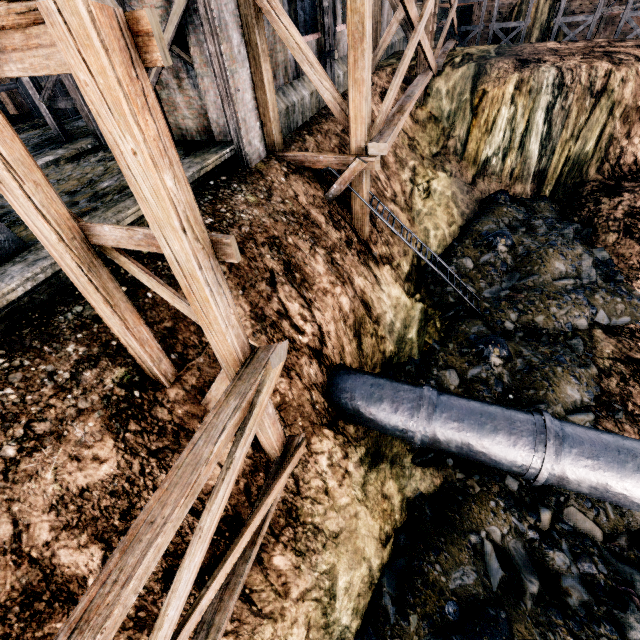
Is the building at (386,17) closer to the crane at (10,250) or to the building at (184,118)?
the building at (184,118)

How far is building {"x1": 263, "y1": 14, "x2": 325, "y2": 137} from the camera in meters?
11.3

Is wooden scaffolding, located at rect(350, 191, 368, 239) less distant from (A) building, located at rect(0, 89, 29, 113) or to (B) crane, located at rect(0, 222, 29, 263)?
(A) building, located at rect(0, 89, 29, 113)

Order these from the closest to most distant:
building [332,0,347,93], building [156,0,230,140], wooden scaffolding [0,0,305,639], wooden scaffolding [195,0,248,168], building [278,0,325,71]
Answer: wooden scaffolding [0,0,305,639] < wooden scaffolding [195,0,248,168] < building [156,0,230,140] < building [278,0,325,71] < building [332,0,347,93]

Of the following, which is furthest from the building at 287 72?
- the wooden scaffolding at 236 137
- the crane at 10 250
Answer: the crane at 10 250

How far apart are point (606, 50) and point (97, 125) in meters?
25.7

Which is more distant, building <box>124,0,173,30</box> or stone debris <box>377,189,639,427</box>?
stone debris <box>377,189,639,427</box>
